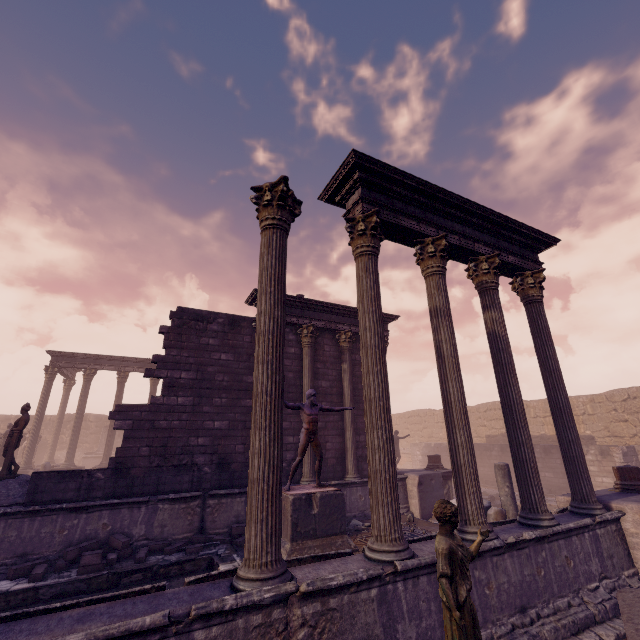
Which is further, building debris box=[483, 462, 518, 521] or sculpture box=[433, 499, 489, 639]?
building debris box=[483, 462, 518, 521]

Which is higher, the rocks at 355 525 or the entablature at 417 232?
the entablature at 417 232

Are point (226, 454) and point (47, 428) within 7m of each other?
no

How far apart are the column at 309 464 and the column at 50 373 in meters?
16.1 m

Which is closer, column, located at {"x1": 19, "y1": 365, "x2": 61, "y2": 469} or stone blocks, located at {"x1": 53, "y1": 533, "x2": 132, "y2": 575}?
stone blocks, located at {"x1": 53, "y1": 533, "x2": 132, "y2": 575}

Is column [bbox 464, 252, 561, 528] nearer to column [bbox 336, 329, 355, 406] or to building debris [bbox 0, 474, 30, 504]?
column [bbox 336, 329, 355, 406]

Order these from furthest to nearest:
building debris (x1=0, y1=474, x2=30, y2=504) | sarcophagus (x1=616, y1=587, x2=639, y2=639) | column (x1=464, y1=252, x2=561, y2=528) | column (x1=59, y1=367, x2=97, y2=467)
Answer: column (x1=59, y1=367, x2=97, y2=467)
building debris (x1=0, y1=474, x2=30, y2=504)
column (x1=464, y1=252, x2=561, y2=528)
sarcophagus (x1=616, y1=587, x2=639, y2=639)

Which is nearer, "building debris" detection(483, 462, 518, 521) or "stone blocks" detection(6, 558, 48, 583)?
"stone blocks" detection(6, 558, 48, 583)
